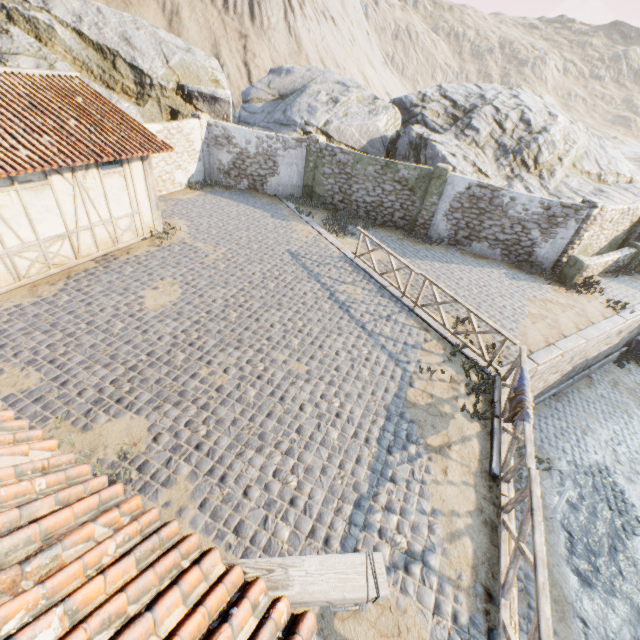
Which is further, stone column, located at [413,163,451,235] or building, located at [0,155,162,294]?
stone column, located at [413,163,451,235]

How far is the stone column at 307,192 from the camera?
15.7 meters

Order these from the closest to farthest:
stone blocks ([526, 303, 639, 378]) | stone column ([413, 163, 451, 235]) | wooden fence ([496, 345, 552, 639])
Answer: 1. wooden fence ([496, 345, 552, 639])
2. stone blocks ([526, 303, 639, 378])
3. stone column ([413, 163, 451, 235])

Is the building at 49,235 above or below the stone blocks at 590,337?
above

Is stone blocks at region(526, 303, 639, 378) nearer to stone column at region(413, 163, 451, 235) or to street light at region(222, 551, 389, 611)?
street light at region(222, 551, 389, 611)

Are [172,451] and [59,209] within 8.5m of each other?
yes

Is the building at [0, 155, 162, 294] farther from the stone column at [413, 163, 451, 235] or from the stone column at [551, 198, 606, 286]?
the stone column at [551, 198, 606, 286]

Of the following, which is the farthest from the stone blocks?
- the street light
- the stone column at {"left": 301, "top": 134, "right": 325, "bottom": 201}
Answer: the street light
